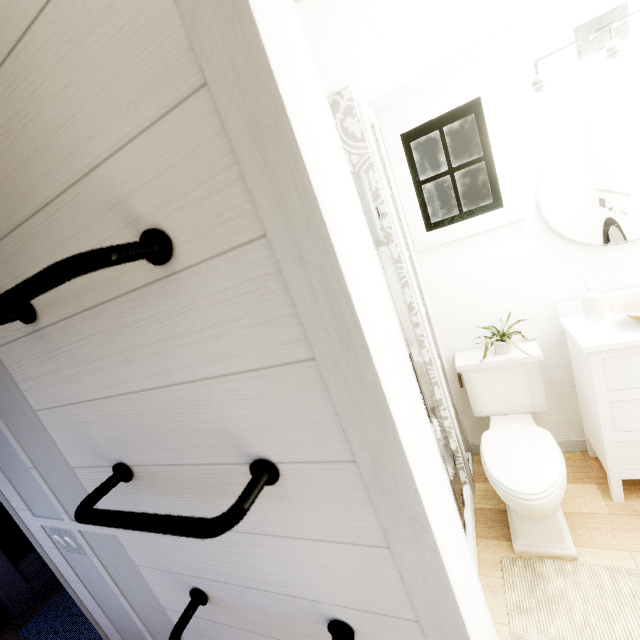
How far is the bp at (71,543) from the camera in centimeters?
131cm

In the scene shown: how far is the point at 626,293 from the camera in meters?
1.8 m

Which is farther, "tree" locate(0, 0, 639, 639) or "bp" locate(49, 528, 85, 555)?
"bp" locate(49, 528, 85, 555)

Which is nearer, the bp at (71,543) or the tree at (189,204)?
the tree at (189,204)

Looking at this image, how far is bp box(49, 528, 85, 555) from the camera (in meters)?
1.31
